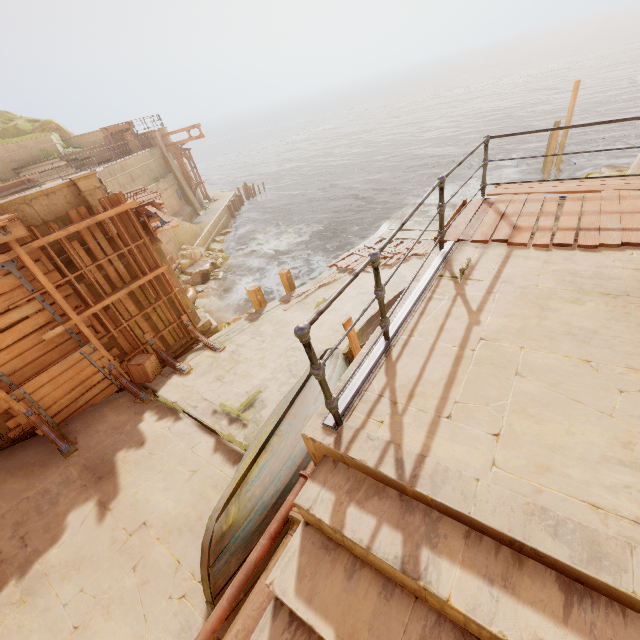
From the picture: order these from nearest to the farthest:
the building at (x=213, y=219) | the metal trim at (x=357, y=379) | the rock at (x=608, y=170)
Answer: the metal trim at (x=357, y=379) < the rock at (x=608, y=170) < the building at (x=213, y=219)

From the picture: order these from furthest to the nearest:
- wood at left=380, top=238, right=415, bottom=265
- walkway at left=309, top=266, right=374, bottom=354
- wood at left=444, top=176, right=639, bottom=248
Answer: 1. wood at left=380, top=238, right=415, bottom=265
2. walkway at left=309, top=266, right=374, bottom=354
3. wood at left=444, top=176, right=639, bottom=248

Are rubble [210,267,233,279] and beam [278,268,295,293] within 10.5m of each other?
yes

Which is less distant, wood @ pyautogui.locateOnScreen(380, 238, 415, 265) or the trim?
the trim

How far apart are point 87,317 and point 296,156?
58.55m

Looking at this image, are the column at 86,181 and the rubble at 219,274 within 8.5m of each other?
no

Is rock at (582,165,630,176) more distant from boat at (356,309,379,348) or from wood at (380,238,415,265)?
wood at (380,238,415,265)

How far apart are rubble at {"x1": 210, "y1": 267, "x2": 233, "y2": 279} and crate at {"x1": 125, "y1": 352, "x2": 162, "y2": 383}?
11.6 meters
